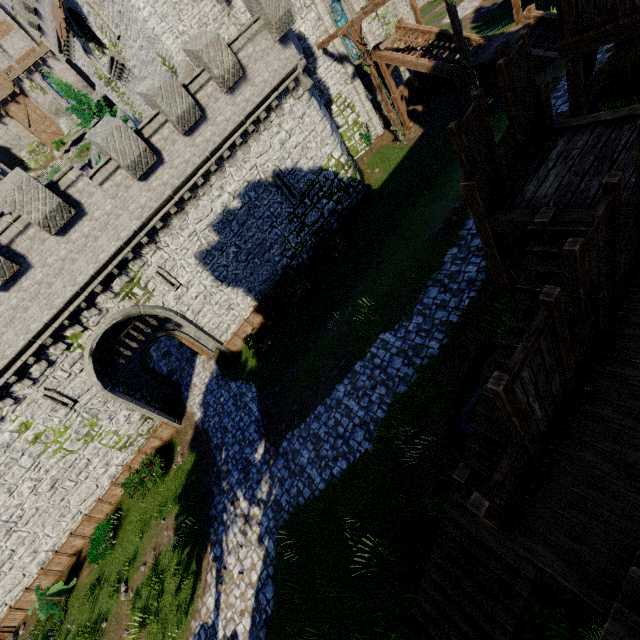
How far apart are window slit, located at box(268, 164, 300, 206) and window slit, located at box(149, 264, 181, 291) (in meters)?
7.64

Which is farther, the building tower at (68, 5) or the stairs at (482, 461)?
the building tower at (68, 5)

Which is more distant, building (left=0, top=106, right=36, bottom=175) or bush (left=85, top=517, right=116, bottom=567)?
building (left=0, top=106, right=36, bottom=175)

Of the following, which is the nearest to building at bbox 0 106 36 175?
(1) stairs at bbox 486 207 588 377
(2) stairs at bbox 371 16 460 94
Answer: (2) stairs at bbox 371 16 460 94

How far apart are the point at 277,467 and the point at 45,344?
11.3m

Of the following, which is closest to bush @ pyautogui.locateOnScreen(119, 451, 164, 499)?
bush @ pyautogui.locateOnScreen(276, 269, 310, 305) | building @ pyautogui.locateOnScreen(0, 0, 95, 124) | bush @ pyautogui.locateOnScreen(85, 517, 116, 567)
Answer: bush @ pyautogui.locateOnScreen(85, 517, 116, 567)

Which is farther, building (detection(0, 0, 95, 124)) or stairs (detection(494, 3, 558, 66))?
building (detection(0, 0, 95, 124))

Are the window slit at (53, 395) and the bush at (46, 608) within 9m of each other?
yes
